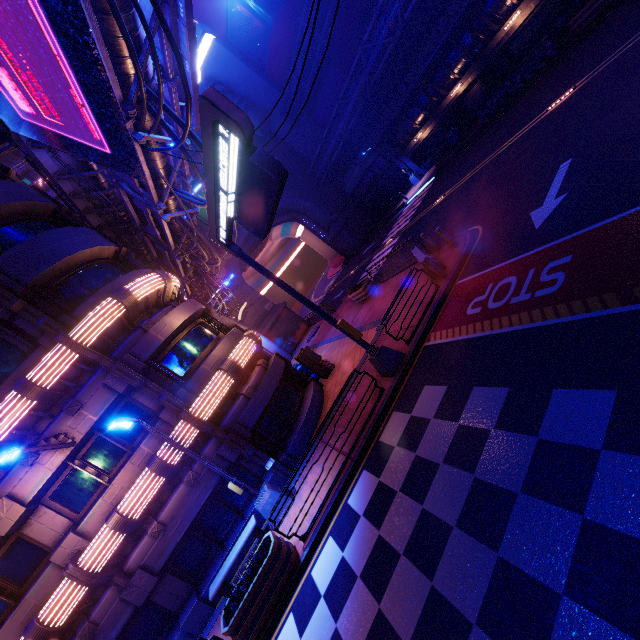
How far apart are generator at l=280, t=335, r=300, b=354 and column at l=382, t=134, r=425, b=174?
20.3m

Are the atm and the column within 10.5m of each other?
no

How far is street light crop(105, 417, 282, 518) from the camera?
9.5m

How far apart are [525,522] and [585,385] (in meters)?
2.27

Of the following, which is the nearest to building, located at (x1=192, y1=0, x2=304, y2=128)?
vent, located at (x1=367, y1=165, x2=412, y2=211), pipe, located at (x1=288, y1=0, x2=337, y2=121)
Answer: pipe, located at (x1=288, y1=0, x2=337, y2=121)

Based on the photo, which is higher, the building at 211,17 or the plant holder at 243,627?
the building at 211,17

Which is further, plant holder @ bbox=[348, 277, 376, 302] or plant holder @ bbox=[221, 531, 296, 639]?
plant holder @ bbox=[348, 277, 376, 302]

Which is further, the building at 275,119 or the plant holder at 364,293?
the building at 275,119
